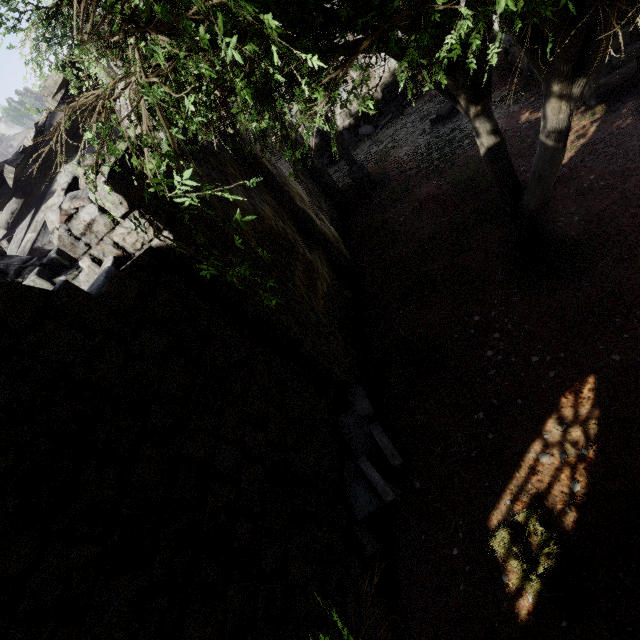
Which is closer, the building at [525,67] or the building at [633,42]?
the building at [633,42]

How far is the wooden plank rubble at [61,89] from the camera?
5.2m

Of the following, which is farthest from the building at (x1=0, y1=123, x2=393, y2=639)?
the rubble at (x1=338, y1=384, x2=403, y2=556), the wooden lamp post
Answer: the wooden lamp post

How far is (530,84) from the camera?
11.27m

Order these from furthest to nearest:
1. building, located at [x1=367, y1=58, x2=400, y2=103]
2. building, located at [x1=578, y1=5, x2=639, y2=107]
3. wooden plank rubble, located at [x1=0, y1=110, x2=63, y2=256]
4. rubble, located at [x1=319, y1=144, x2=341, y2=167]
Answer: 1. rubble, located at [x1=319, y1=144, x2=341, y2=167]
2. building, located at [x1=367, y1=58, x2=400, y2=103]
3. building, located at [x1=578, y1=5, x2=639, y2=107]
4. wooden plank rubble, located at [x1=0, y1=110, x2=63, y2=256]

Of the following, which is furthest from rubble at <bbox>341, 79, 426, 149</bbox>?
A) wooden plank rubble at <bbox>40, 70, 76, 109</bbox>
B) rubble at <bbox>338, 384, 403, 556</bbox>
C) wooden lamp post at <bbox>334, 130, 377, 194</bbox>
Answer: rubble at <bbox>338, 384, 403, 556</bbox>

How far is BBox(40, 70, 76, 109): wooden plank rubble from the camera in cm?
518
